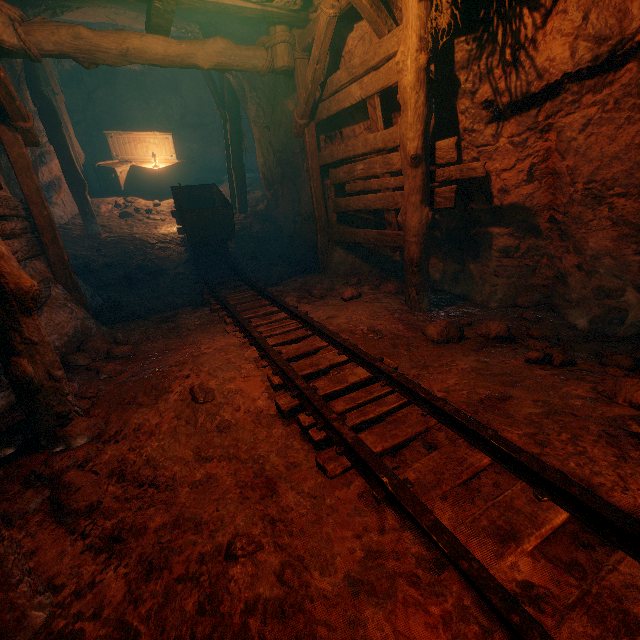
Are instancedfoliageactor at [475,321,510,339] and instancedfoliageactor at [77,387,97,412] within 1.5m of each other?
no

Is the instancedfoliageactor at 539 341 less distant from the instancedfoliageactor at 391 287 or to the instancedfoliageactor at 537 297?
the instancedfoliageactor at 537 297

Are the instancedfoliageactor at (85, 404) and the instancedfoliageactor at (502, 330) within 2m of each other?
no

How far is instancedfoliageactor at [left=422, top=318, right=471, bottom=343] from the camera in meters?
3.4

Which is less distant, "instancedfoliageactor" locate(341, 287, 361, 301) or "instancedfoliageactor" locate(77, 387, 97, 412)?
"instancedfoliageactor" locate(77, 387, 97, 412)

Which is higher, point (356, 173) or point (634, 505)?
point (356, 173)

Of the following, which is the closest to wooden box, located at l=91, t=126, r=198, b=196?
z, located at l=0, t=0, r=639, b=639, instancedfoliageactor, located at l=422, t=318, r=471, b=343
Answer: z, located at l=0, t=0, r=639, b=639

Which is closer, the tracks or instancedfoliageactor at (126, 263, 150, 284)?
the tracks
